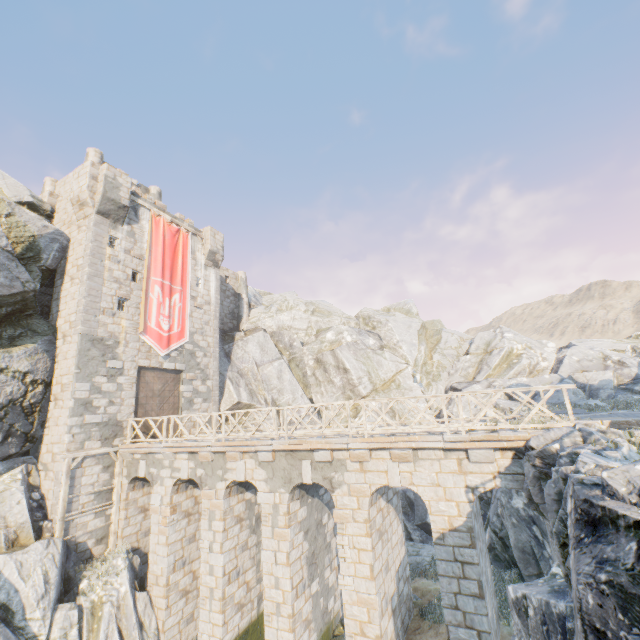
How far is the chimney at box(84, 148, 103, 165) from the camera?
22.3 meters

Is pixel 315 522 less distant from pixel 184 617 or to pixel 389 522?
pixel 389 522

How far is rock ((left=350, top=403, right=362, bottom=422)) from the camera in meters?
26.1 m

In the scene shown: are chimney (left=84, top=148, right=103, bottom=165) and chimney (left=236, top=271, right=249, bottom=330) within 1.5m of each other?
no

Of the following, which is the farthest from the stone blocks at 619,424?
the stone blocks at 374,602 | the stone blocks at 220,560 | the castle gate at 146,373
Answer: the castle gate at 146,373

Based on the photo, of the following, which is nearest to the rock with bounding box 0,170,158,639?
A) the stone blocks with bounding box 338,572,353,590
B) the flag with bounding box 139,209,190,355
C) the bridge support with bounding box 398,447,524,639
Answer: the bridge support with bounding box 398,447,524,639

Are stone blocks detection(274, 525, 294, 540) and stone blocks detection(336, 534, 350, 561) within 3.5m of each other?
yes

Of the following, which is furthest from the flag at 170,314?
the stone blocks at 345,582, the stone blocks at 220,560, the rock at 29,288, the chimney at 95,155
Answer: the stone blocks at 345,582
